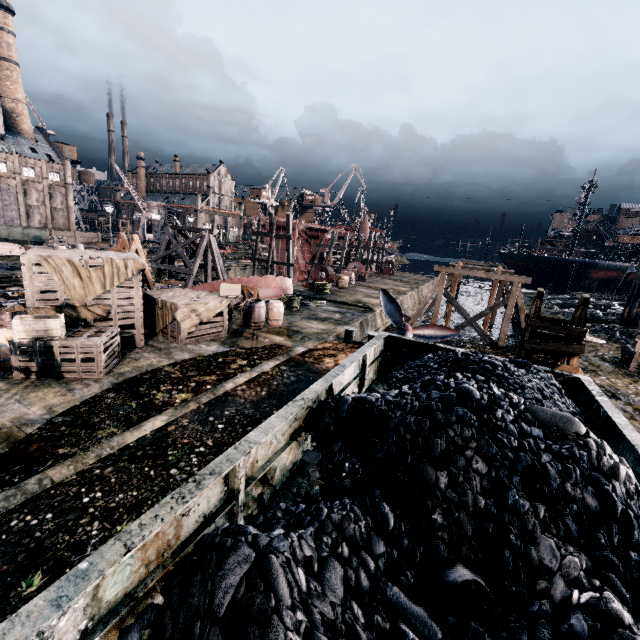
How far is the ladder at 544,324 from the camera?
8.08m

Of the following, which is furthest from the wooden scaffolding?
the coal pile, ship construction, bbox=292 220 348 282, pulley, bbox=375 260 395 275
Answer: ship construction, bbox=292 220 348 282

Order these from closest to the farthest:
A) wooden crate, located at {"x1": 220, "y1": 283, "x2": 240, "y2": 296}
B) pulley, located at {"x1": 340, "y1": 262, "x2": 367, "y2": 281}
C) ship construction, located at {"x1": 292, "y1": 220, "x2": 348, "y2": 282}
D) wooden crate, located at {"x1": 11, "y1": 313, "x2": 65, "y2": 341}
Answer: wooden crate, located at {"x1": 11, "y1": 313, "x2": 65, "y2": 341} < wooden crate, located at {"x1": 220, "y1": 283, "x2": 240, "y2": 296} < pulley, located at {"x1": 340, "y1": 262, "x2": 367, "y2": 281} < ship construction, located at {"x1": 292, "y1": 220, "x2": 348, "y2": 282}

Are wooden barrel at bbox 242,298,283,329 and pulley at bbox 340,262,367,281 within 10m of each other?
no

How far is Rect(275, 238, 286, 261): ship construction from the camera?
45.41m

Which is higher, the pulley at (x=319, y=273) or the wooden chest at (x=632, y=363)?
the pulley at (x=319, y=273)

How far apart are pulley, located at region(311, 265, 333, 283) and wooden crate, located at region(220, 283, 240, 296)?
13.4 meters

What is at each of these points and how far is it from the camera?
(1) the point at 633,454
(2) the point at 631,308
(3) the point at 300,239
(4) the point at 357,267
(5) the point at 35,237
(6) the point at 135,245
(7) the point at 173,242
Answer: (1) rail car container, 4.95m
(2) wooden scaffolding, 26.98m
(3) ship construction, 44.19m
(4) pulley, 42.53m
(5) rail car container, 33.06m
(6) ladder, 16.05m
(7) wooden support structure, 27.41m
